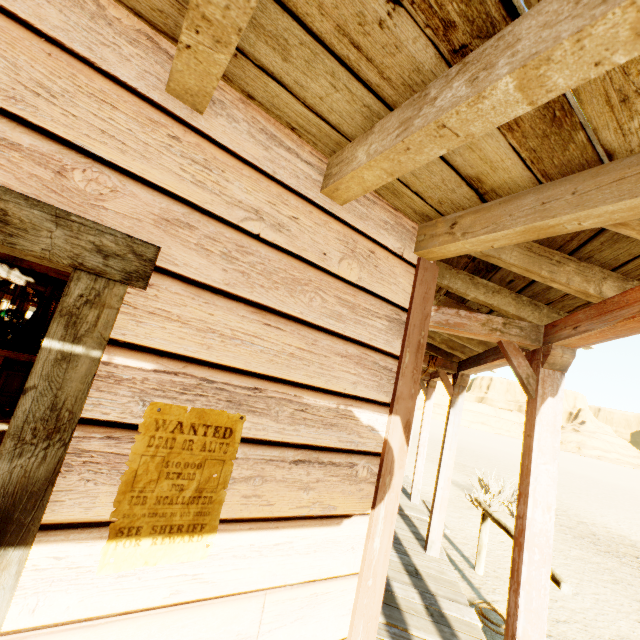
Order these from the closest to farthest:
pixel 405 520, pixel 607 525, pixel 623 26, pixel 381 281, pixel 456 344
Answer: pixel 623 26 < pixel 381 281 < pixel 456 344 < pixel 405 520 < pixel 607 525

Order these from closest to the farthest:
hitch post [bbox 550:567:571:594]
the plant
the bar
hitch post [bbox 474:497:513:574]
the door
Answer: the door → hitch post [bbox 550:567:571:594] → hitch post [bbox 474:497:513:574] → the bar → the plant

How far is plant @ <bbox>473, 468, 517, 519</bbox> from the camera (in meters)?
8.92

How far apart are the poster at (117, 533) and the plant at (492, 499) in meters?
11.0 m

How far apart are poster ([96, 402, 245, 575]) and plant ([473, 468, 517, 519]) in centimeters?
1103cm

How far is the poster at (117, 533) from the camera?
1.0 meters

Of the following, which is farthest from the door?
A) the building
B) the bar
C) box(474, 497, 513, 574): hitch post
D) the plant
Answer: the plant

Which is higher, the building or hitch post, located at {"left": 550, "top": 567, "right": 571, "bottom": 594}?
the building
